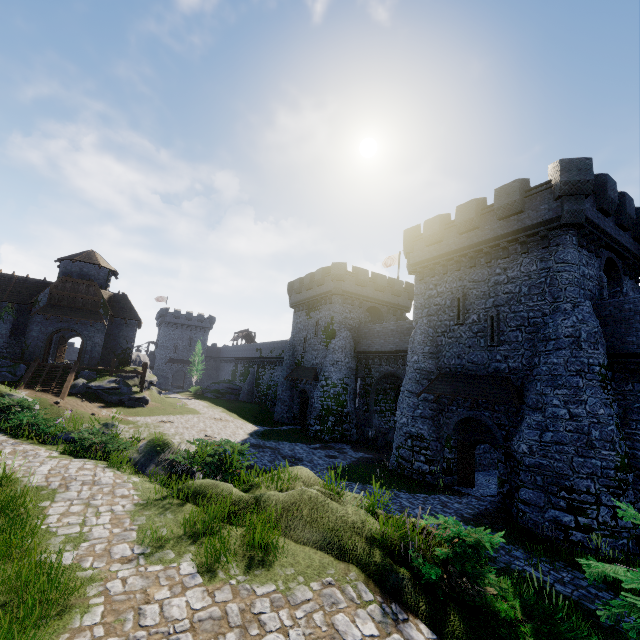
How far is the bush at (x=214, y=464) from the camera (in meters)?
10.02

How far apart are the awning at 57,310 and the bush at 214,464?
29.1 meters

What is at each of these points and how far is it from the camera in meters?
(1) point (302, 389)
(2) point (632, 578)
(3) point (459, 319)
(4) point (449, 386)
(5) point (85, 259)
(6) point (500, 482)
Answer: (1) building, 35.5 m
(2) tree, 2.9 m
(3) window slit, 19.9 m
(4) awning, 19.0 m
(5) building, 37.5 m
(6) building, 16.2 m

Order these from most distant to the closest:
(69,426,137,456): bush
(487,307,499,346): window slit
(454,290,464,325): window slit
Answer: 1. (454,290,464,325): window slit
2. (487,307,499,346): window slit
3. (69,426,137,456): bush

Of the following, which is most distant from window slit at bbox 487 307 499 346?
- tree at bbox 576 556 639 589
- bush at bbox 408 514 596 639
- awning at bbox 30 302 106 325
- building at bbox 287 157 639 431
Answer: awning at bbox 30 302 106 325

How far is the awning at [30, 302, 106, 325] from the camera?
32.0m

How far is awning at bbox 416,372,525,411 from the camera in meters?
16.0 m

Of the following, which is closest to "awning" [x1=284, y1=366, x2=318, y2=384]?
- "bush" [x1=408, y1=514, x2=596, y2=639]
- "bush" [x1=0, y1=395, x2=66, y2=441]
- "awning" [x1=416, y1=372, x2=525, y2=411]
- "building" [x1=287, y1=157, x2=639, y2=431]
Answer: "building" [x1=287, y1=157, x2=639, y2=431]
